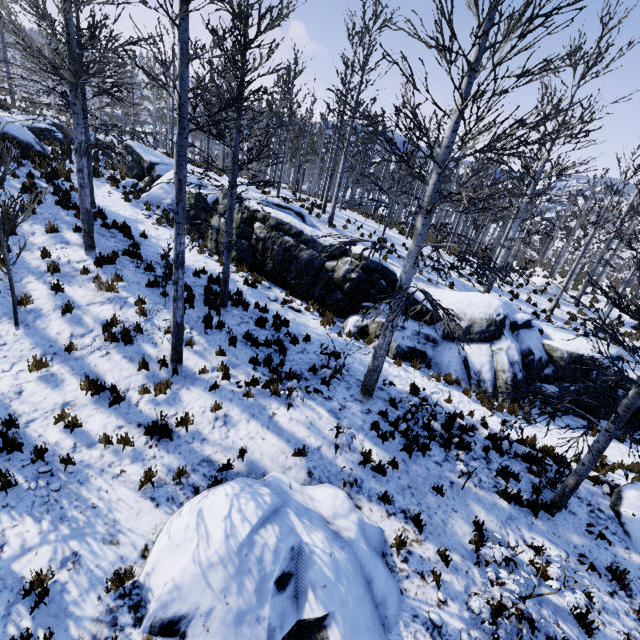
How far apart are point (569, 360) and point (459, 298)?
4.50m

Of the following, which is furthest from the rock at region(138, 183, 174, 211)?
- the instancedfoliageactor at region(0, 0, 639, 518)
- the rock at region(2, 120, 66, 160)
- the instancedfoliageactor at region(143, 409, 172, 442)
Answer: the instancedfoliageactor at region(143, 409, 172, 442)

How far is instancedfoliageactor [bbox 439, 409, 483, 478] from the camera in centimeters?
700cm

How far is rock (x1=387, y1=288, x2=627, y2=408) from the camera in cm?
1135

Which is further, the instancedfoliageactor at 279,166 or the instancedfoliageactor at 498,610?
the instancedfoliageactor at 279,166

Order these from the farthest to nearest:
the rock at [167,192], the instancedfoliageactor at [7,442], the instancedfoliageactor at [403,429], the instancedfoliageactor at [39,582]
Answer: the rock at [167,192]
the instancedfoliageactor at [403,429]
the instancedfoliageactor at [7,442]
the instancedfoliageactor at [39,582]

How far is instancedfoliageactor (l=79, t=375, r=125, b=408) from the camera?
6.8m
